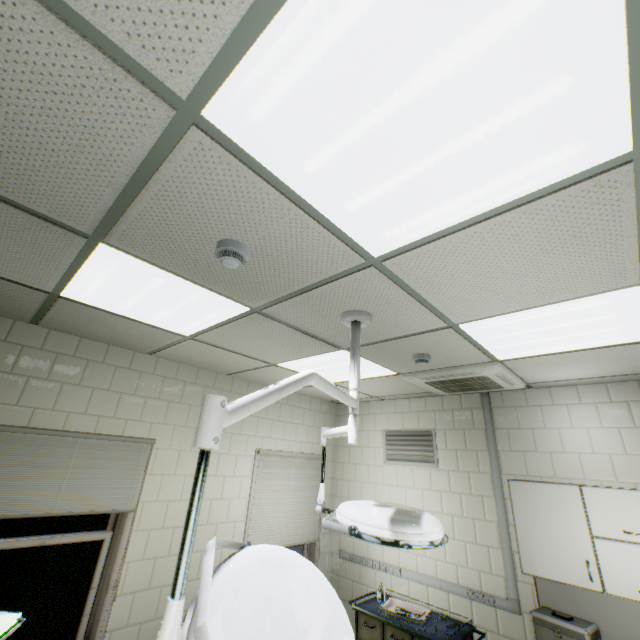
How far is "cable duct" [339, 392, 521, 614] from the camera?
3.3 meters

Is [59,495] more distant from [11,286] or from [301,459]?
[301,459]

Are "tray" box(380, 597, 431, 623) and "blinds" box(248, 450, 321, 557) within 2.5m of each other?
yes

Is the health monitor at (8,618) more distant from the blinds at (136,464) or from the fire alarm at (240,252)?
the fire alarm at (240,252)

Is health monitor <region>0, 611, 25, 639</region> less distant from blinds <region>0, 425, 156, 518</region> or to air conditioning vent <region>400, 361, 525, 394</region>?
blinds <region>0, 425, 156, 518</region>

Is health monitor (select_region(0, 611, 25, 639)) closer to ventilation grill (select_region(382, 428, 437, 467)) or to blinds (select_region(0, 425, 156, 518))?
blinds (select_region(0, 425, 156, 518))

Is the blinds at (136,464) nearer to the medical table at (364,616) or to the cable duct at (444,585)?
the medical table at (364,616)

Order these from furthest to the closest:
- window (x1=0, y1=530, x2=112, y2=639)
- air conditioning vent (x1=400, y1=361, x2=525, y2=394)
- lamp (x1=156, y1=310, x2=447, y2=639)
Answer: air conditioning vent (x1=400, y1=361, x2=525, y2=394)
window (x1=0, y1=530, x2=112, y2=639)
lamp (x1=156, y1=310, x2=447, y2=639)
